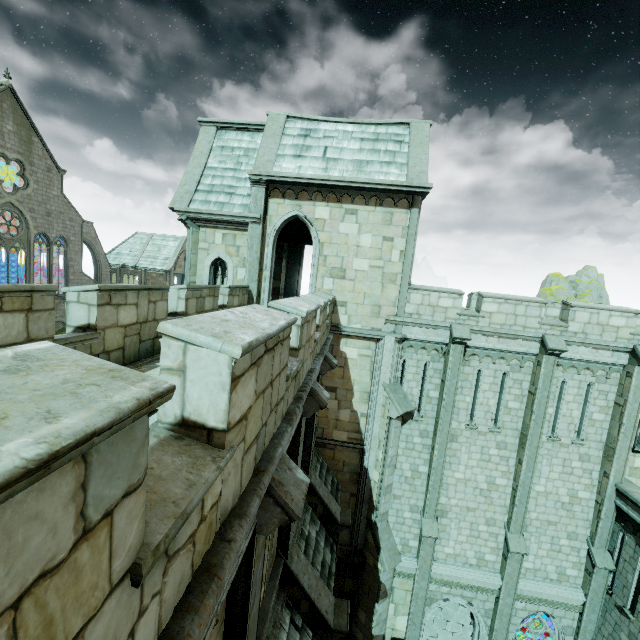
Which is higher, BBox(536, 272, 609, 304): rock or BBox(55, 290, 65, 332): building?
BBox(536, 272, 609, 304): rock

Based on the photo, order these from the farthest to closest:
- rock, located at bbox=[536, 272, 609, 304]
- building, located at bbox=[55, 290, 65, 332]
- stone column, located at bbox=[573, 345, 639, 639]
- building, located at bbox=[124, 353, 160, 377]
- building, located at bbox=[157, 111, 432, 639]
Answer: rock, located at bbox=[536, 272, 609, 304]
building, located at bbox=[55, 290, 65, 332]
stone column, located at bbox=[573, 345, 639, 639]
building, located at bbox=[124, 353, 160, 377]
building, located at bbox=[157, 111, 432, 639]

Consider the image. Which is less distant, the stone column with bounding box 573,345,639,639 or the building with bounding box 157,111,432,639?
the building with bounding box 157,111,432,639

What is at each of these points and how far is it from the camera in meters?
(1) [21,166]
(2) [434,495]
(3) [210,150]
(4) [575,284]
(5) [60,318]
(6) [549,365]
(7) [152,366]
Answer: (1) building, 32.1 m
(2) stone column, 13.2 m
(3) building, 14.2 m
(4) rock, 54.2 m
(5) building, 37.8 m
(6) stone column, 12.1 m
(7) building, 6.4 m

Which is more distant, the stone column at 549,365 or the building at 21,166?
the building at 21,166

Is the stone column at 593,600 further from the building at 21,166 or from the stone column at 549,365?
the building at 21,166

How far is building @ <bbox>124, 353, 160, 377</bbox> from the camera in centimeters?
606cm

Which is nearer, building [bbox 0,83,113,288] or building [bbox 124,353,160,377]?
building [bbox 124,353,160,377]
